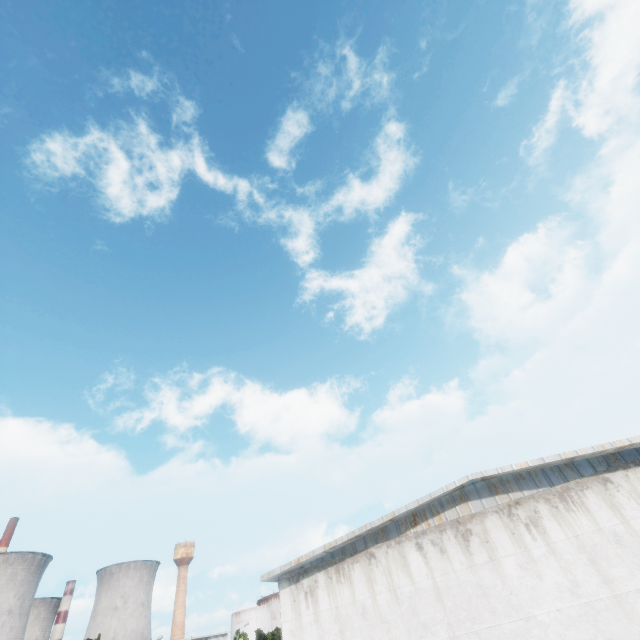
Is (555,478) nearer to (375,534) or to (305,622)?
(375,534)
